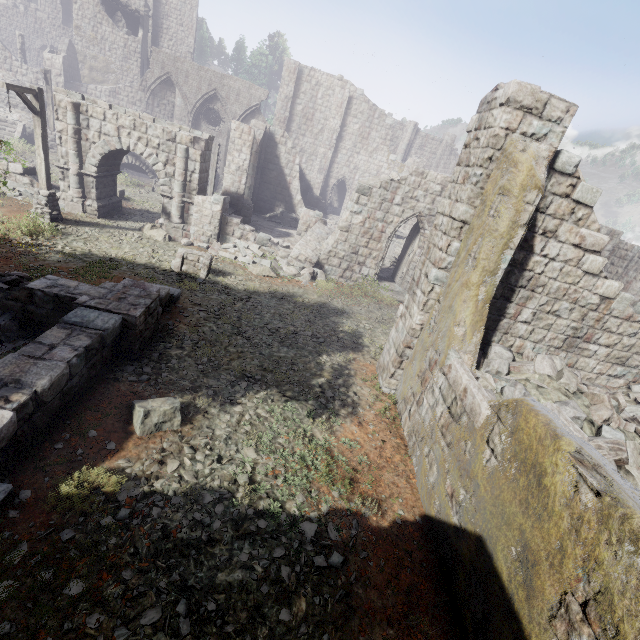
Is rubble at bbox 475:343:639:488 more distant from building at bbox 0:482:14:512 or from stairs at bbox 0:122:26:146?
stairs at bbox 0:122:26:146

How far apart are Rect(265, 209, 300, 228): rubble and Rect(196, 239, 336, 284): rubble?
7.75m

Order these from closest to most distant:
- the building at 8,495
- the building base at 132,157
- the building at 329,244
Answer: the building at 329,244
the building at 8,495
the building base at 132,157

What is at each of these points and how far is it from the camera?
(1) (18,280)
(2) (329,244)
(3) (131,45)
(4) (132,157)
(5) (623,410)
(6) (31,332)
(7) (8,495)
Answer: (1) rubble, 7.89m
(2) building, 16.77m
(3) building, 34.34m
(4) building base, 24.89m
(5) rubble, 7.02m
(6) rubble, 7.07m
(7) building, 4.12m

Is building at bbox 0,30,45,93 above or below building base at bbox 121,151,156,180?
above

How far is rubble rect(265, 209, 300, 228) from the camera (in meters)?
23.83

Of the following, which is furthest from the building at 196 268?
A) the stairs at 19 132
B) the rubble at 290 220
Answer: the stairs at 19 132

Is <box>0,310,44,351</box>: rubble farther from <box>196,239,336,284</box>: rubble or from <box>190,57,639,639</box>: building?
<box>196,239,336,284</box>: rubble
